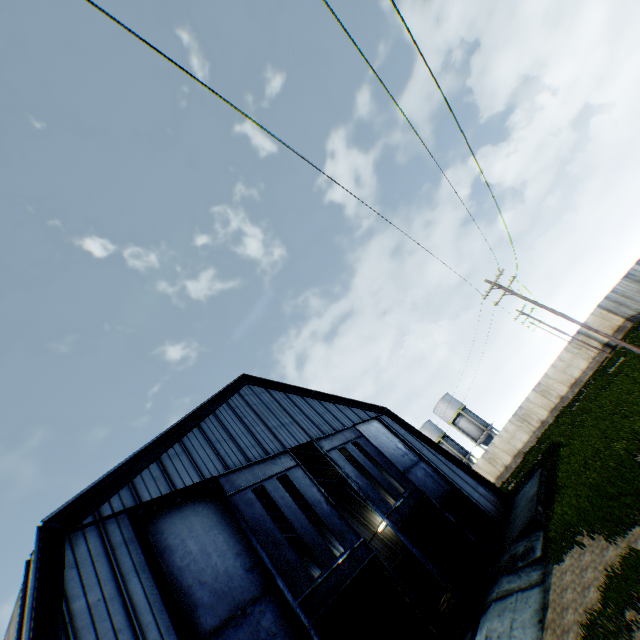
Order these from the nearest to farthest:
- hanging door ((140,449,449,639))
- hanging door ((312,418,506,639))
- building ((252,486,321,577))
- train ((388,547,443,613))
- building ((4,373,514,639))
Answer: building ((4,373,514,639)) → hanging door ((140,449,449,639)) → hanging door ((312,418,506,639)) → train ((388,547,443,613)) → building ((252,486,321,577))

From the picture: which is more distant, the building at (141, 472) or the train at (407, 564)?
the train at (407, 564)

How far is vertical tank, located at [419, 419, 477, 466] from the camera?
49.6 meters

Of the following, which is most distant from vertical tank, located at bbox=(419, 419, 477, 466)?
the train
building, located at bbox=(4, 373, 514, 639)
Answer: the train

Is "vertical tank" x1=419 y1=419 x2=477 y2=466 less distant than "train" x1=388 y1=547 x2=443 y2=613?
No

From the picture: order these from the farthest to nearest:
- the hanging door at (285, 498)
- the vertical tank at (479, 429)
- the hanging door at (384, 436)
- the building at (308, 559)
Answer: the vertical tank at (479, 429), the building at (308, 559), the hanging door at (384, 436), the hanging door at (285, 498)

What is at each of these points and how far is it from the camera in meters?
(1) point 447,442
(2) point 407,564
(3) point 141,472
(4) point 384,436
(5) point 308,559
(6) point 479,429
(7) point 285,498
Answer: (1) vertical tank, 51.5
(2) train, 24.1
(3) building, 12.4
(4) hanging door, 23.8
(5) building, 31.6
(6) vertical tank, 48.5
(7) hanging door, 14.3

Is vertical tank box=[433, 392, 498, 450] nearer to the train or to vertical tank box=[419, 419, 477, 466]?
vertical tank box=[419, 419, 477, 466]
